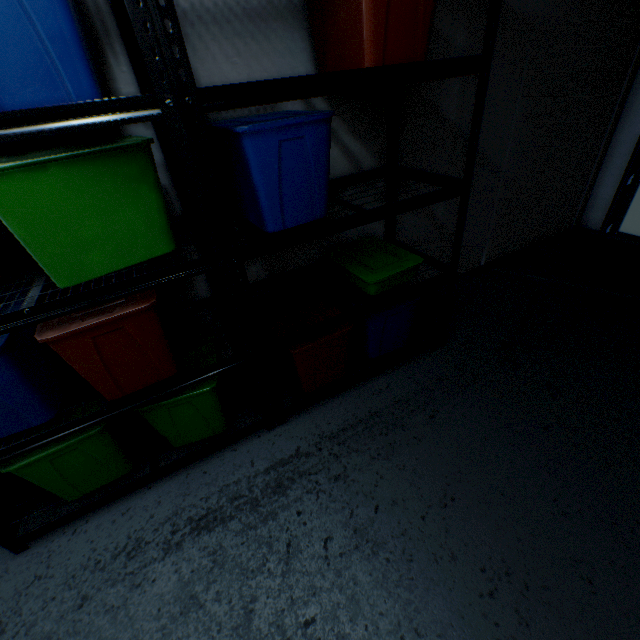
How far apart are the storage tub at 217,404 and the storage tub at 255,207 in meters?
0.7

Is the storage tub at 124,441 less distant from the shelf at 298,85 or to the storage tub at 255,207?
the shelf at 298,85

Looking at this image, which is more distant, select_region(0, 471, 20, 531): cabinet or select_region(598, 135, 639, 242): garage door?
select_region(598, 135, 639, 242): garage door

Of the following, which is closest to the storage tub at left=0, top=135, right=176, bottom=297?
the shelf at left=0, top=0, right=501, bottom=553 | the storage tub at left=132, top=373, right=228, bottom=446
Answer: the shelf at left=0, top=0, right=501, bottom=553

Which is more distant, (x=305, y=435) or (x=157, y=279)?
(x=305, y=435)

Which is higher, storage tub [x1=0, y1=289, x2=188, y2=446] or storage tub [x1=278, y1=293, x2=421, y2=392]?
→ storage tub [x1=0, y1=289, x2=188, y2=446]

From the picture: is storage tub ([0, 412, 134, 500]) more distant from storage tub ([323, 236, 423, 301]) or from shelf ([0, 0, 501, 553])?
storage tub ([323, 236, 423, 301])

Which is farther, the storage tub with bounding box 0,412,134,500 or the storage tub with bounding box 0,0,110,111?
the storage tub with bounding box 0,412,134,500
